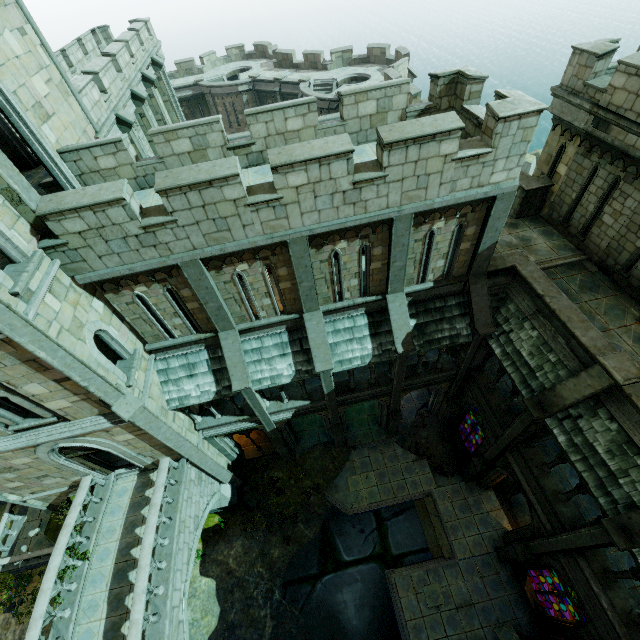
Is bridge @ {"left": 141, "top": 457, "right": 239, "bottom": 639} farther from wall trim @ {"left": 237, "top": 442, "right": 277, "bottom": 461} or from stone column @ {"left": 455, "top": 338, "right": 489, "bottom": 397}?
stone column @ {"left": 455, "top": 338, "right": 489, "bottom": 397}

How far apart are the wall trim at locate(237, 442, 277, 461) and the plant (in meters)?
0.81

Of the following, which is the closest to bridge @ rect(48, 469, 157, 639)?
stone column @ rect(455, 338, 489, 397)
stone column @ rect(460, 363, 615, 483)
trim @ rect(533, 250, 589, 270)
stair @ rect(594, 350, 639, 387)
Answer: stone column @ rect(460, 363, 615, 483)

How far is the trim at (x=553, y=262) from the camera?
12.8 meters

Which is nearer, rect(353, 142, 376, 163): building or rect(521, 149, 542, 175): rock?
rect(353, 142, 376, 163): building

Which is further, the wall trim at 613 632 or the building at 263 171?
the building at 263 171

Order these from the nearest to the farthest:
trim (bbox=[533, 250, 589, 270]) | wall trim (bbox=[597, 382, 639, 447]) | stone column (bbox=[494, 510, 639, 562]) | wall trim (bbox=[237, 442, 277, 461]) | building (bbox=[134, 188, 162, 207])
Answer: stone column (bbox=[494, 510, 639, 562]) → wall trim (bbox=[597, 382, 639, 447]) → building (bbox=[134, 188, 162, 207]) → trim (bbox=[533, 250, 589, 270]) → wall trim (bbox=[237, 442, 277, 461])

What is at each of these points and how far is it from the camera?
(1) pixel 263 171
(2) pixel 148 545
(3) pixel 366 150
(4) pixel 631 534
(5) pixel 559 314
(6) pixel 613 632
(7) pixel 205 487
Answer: (1) building, 10.7m
(2) bridge railing, 10.4m
(3) building, 10.8m
(4) stone column, 8.1m
(5) wall trim, 10.7m
(6) wall trim, 9.7m
(7) bridge, 15.1m
